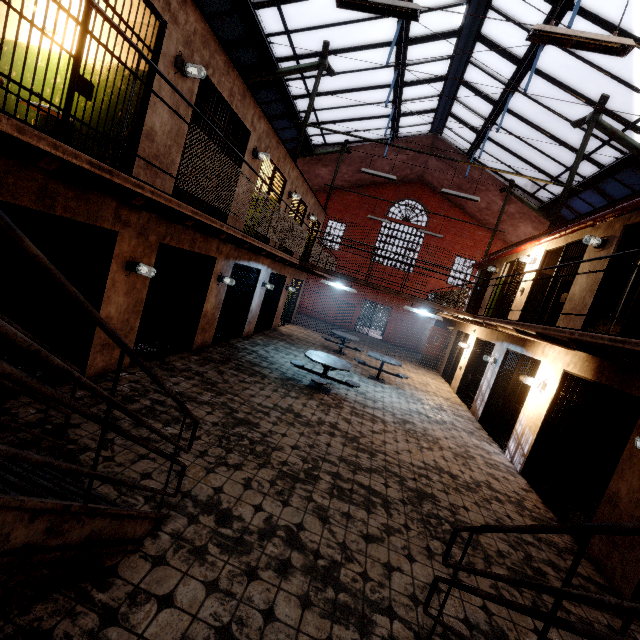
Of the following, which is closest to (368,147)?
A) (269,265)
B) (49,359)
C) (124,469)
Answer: (269,265)

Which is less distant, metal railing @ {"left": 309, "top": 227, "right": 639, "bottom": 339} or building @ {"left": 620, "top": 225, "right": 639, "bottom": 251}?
metal railing @ {"left": 309, "top": 227, "right": 639, "bottom": 339}

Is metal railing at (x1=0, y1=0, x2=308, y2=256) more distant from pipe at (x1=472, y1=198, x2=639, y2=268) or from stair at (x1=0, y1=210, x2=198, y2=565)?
pipe at (x1=472, y1=198, x2=639, y2=268)

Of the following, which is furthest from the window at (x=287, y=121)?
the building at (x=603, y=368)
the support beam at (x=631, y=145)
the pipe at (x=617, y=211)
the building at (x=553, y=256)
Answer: the building at (x=603, y=368)

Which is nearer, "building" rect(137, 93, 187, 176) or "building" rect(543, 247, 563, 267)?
"building" rect(137, 93, 187, 176)

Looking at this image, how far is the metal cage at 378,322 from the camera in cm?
2834

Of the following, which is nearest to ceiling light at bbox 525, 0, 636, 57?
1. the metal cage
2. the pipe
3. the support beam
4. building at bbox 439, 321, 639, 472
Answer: the support beam

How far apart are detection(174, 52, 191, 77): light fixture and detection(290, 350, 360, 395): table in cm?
596
